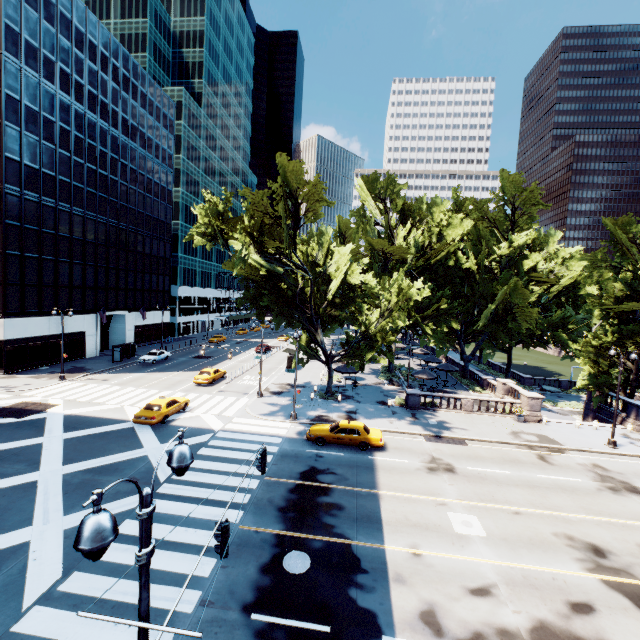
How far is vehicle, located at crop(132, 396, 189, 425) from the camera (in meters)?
23.02

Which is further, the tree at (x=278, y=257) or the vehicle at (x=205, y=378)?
the vehicle at (x=205, y=378)

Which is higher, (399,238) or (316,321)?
(399,238)

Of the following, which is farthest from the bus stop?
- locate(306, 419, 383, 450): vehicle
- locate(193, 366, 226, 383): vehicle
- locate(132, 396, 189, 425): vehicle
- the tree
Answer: locate(306, 419, 383, 450): vehicle

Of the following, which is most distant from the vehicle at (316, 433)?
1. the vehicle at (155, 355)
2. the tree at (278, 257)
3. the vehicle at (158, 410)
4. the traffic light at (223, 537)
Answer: the vehicle at (155, 355)

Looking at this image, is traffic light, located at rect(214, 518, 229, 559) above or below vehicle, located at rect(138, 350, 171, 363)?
above

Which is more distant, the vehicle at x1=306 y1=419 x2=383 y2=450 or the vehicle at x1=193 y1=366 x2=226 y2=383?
the vehicle at x1=193 y1=366 x2=226 y2=383

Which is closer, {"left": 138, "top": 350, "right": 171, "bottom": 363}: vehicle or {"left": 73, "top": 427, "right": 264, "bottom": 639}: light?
{"left": 73, "top": 427, "right": 264, "bottom": 639}: light
